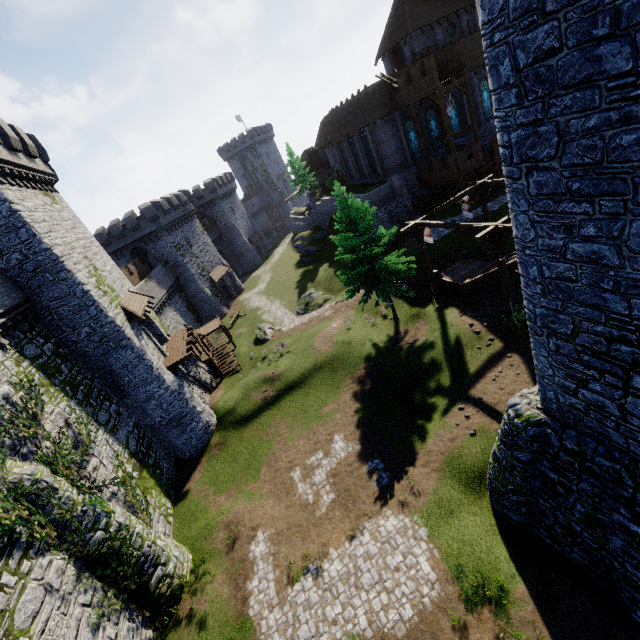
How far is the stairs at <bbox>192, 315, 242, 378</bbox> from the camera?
30.52m

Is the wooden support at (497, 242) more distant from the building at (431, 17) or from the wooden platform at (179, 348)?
the building at (431, 17)

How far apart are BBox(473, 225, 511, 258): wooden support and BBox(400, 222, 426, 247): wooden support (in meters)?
3.68

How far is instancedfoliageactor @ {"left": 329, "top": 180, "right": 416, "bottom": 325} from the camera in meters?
20.7

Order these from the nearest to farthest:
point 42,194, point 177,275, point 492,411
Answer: point 492,411 → point 42,194 → point 177,275

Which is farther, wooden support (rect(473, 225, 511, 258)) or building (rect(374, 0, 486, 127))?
building (rect(374, 0, 486, 127))

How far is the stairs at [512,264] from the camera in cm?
1731

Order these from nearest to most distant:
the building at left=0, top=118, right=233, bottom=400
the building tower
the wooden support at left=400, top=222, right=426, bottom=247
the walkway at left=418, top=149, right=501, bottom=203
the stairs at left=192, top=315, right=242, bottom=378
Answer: the building tower, the building at left=0, top=118, right=233, bottom=400, the wooden support at left=400, top=222, right=426, bottom=247, the stairs at left=192, top=315, right=242, bottom=378, the walkway at left=418, top=149, right=501, bottom=203
